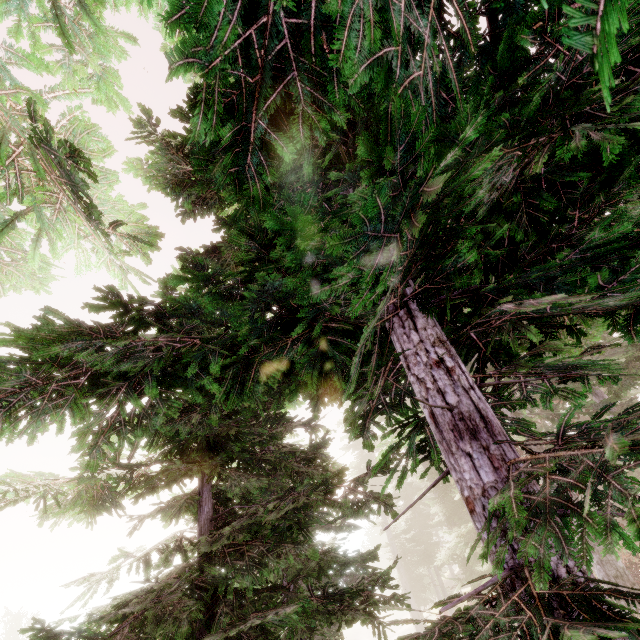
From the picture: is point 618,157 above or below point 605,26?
above
